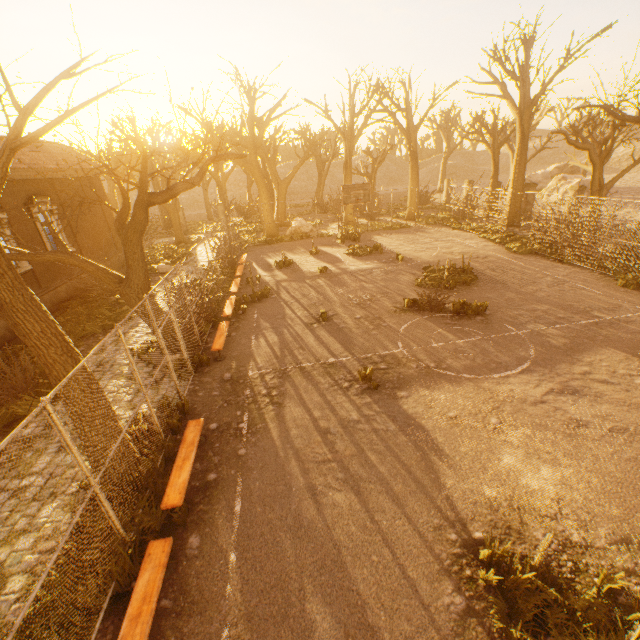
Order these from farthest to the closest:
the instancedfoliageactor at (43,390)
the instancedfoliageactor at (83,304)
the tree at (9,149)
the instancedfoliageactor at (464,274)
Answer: the instancedfoliageactor at (464,274) < the instancedfoliageactor at (83,304) < the instancedfoliageactor at (43,390) < the tree at (9,149)

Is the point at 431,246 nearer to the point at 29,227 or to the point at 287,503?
the point at 287,503

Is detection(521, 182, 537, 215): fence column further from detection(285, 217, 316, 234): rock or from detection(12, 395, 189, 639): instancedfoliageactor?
detection(12, 395, 189, 639): instancedfoliageactor

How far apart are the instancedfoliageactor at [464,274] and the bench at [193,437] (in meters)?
10.79

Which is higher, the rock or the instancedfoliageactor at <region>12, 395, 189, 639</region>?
the rock

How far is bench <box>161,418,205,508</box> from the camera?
5.25m

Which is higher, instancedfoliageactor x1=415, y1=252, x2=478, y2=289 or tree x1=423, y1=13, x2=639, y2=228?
tree x1=423, y1=13, x2=639, y2=228

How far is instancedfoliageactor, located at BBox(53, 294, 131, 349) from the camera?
12.35m
